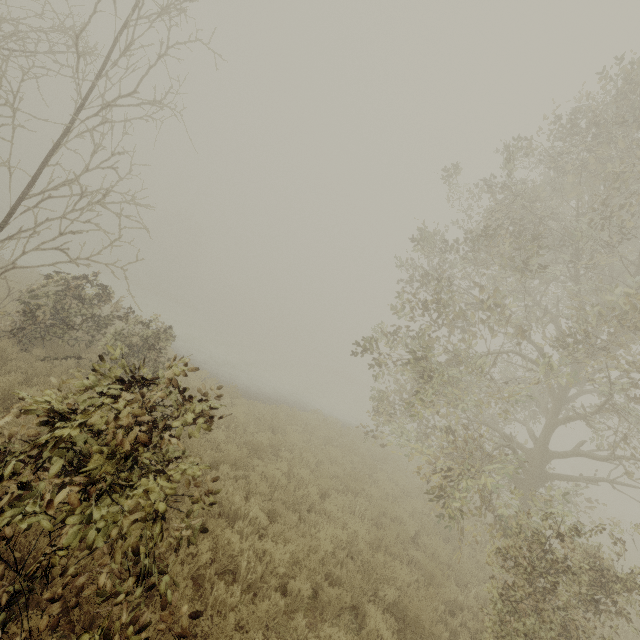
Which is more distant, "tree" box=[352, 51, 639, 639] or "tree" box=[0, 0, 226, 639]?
"tree" box=[352, 51, 639, 639]

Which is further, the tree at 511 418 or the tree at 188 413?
the tree at 511 418

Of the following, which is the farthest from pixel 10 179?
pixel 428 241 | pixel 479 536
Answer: pixel 479 536
